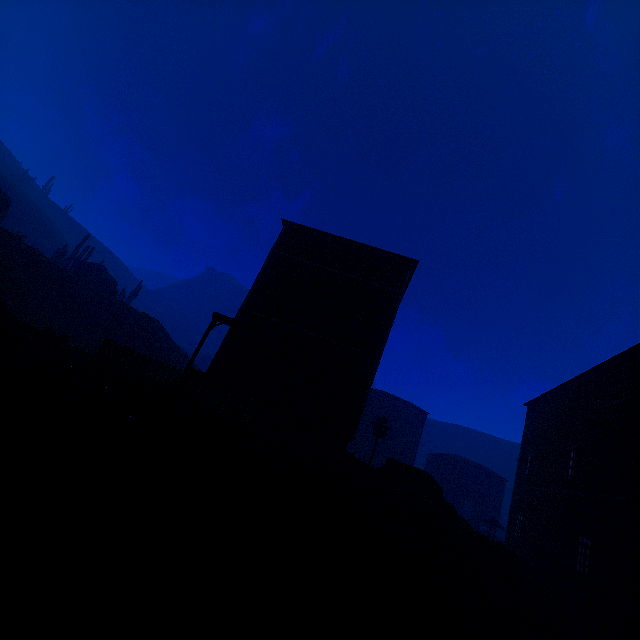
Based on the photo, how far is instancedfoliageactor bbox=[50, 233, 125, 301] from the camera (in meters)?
34.25

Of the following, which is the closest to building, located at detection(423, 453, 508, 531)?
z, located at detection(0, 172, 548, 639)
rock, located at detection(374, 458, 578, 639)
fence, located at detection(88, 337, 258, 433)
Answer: z, located at detection(0, 172, 548, 639)

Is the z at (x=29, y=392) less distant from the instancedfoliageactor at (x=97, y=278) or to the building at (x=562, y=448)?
the building at (x=562, y=448)

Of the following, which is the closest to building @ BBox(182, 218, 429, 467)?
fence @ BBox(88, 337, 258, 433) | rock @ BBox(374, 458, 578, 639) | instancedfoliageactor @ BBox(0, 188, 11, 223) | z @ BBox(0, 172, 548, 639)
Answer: z @ BBox(0, 172, 548, 639)

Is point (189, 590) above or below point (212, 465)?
below

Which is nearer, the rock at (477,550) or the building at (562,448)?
the rock at (477,550)

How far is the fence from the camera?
9.48m

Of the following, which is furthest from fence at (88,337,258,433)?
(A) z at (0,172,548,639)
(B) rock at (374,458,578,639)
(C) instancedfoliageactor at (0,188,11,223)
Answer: (C) instancedfoliageactor at (0,188,11,223)
